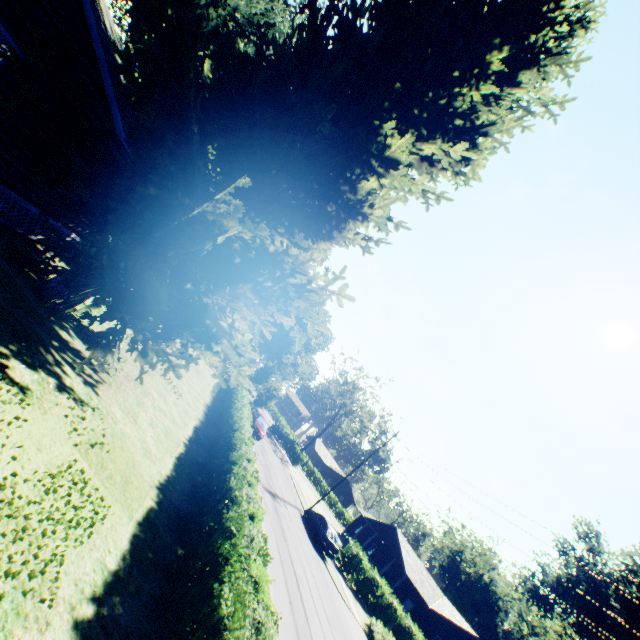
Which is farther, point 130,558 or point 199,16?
point 199,16

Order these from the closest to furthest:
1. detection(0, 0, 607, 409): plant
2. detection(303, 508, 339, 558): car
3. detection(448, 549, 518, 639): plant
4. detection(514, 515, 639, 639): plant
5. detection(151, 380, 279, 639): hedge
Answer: detection(151, 380, 279, 639): hedge < detection(0, 0, 607, 409): plant < detection(303, 508, 339, 558): car < detection(514, 515, 639, 639): plant < detection(448, 549, 518, 639): plant

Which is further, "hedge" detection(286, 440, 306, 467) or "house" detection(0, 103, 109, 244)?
"hedge" detection(286, 440, 306, 467)

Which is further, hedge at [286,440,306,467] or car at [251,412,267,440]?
hedge at [286,440,306,467]

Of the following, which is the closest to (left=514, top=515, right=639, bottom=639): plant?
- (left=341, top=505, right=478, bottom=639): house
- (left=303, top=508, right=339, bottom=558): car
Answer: (left=303, top=508, right=339, bottom=558): car

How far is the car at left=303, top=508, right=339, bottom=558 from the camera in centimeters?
2400cm

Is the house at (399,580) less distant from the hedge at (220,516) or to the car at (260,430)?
the car at (260,430)

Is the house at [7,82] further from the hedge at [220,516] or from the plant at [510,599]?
the hedge at [220,516]
